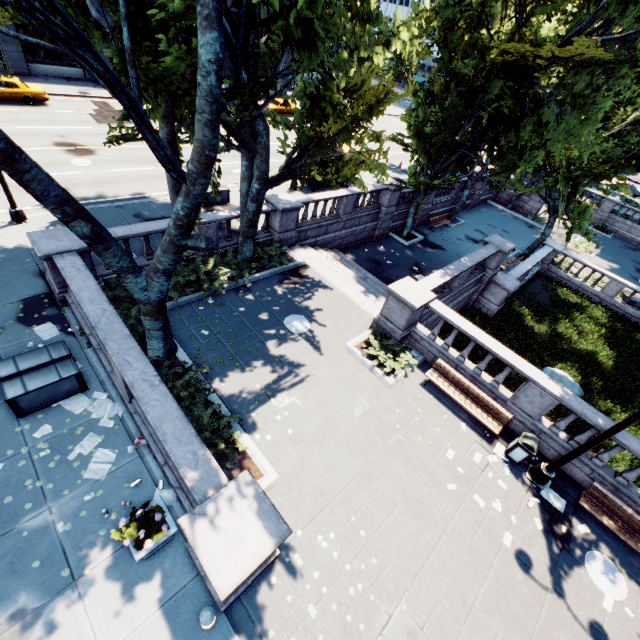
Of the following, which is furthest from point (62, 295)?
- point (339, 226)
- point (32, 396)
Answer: point (339, 226)

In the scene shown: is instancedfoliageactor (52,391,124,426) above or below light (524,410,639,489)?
below

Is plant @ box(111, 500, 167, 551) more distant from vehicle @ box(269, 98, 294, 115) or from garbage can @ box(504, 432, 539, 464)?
vehicle @ box(269, 98, 294, 115)

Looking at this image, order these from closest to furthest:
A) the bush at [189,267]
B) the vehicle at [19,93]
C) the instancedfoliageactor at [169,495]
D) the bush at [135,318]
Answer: the instancedfoliageactor at [169,495] → the bush at [135,318] → the bush at [189,267] → the vehicle at [19,93]

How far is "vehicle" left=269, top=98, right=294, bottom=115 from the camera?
37.5 meters

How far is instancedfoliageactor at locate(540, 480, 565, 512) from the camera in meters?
9.7

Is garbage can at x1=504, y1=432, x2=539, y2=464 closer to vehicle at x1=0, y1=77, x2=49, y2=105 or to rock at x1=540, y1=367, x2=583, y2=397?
rock at x1=540, y1=367, x2=583, y2=397

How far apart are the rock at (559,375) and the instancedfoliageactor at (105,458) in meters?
18.3 m
